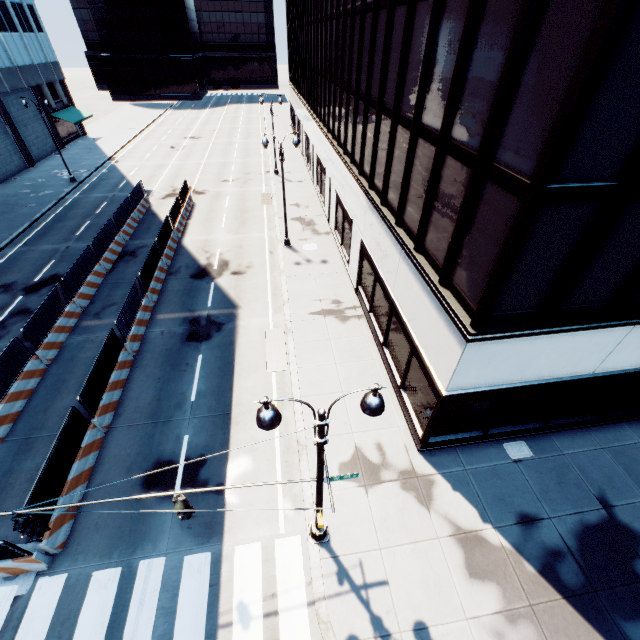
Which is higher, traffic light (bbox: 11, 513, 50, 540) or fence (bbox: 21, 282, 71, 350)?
traffic light (bbox: 11, 513, 50, 540)

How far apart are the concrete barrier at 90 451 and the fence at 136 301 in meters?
0.0

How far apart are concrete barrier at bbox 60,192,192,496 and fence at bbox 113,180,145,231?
0.0m

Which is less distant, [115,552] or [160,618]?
[160,618]

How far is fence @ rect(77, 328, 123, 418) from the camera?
12.05m

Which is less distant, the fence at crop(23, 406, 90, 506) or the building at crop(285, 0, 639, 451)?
the building at crop(285, 0, 639, 451)

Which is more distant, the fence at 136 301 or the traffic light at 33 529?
the fence at 136 301
